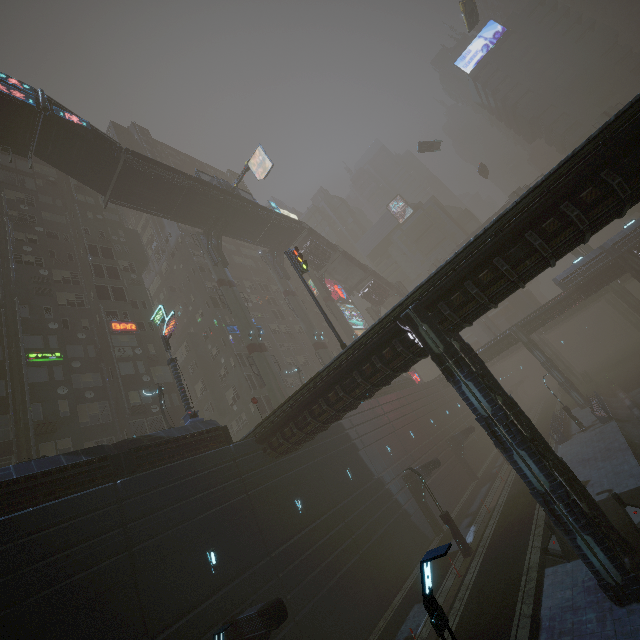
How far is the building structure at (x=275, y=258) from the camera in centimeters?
4572cm

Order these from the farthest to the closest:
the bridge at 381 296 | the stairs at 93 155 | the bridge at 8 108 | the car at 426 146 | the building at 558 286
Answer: the bridge at 381 296, the car at 426 146, the building at 558 286, the stairs at 93 155, the bridge at 8 108

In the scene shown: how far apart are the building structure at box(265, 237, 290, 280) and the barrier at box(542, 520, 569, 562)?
37.4m

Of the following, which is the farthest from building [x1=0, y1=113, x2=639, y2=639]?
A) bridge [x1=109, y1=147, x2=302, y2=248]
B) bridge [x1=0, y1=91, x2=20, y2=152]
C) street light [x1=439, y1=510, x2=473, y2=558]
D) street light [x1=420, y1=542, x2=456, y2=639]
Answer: bridge [x1=109, y1=147, x2=302, y2=248]

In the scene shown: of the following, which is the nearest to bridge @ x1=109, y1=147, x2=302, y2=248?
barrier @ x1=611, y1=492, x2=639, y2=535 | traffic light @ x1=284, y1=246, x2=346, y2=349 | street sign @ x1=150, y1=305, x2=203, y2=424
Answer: traffic light @ x1=284, y1=246, x2=346, y2=349

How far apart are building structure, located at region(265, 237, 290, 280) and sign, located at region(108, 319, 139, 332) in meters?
19.2 m

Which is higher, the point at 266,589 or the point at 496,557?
the point at 266,589

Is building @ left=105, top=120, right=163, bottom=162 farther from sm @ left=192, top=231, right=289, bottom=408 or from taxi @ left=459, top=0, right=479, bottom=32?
taxi @ left=459, top=0, right=479, bottom=32
